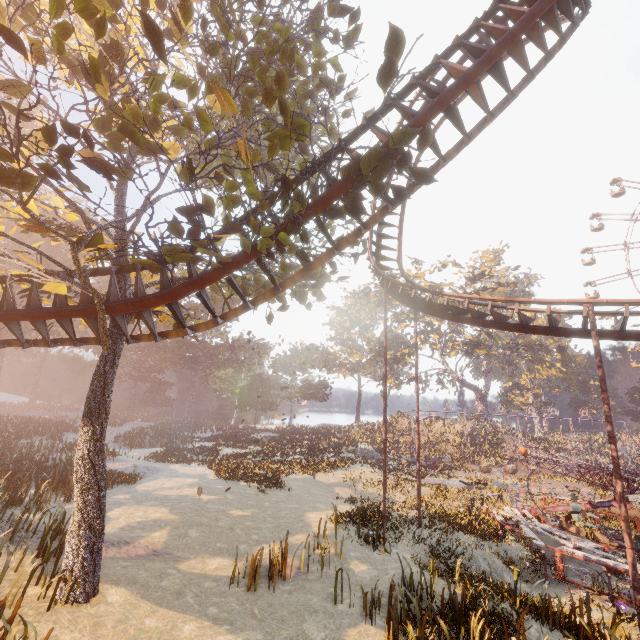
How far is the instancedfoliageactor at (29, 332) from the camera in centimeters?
3672cm

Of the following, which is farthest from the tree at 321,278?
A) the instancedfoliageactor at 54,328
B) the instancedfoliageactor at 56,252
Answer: the instancedfoliageactor at 56,252

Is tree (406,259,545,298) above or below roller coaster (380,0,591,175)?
above

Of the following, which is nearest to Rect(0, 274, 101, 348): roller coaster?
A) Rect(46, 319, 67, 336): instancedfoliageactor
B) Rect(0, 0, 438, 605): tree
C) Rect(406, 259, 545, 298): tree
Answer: Rect(0, 0, 438, 605): tree

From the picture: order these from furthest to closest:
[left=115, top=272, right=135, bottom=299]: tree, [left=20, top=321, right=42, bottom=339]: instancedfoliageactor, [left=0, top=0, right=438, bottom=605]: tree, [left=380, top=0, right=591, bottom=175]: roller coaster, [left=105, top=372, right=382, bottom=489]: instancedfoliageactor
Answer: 1. [left=20, top=321, right=42, bottom=339]: instancedfoliageactor
2. [left=105, top=372, right=382, bottom=489]: instancedfoliageactor
3. [left=115, top=272, right=135, bottom=299]: tree
4. [left=380, top=0, right=591, bottom=175]: roller coaster
5. [left=0, top=0, right=438, bottom=605]: tree

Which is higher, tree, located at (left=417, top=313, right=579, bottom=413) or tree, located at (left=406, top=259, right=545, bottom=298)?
tree, located at (left=406, top=259, right=545, bottom=298)

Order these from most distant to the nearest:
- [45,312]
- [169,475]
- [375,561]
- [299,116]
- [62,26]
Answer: [169,475], [375,561], [45,312], [299,116], [62,26]

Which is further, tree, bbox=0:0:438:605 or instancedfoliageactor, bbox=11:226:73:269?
instancedfoliageactor, bbox=11:226:73:269
